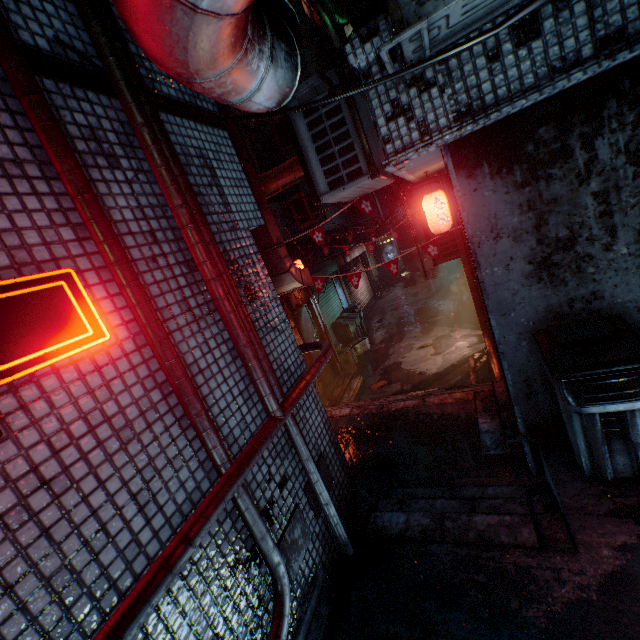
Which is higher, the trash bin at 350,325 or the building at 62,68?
the building at 62,68

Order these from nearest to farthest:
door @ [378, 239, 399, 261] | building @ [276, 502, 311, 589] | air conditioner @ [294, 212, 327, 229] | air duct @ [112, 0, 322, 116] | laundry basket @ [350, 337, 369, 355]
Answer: air duct @ [112, 0, 322, 116] < building @ [276, 502, 311, 589] < air conditioner @ [294, 212, 327, 229] < laundry basket @ [350, 337, 369, 355] < door @ [378, 239, 399, 261]

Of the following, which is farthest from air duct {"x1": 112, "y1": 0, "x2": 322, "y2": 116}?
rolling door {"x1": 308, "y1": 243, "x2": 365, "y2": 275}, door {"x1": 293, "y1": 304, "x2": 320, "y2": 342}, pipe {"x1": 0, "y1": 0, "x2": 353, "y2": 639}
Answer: rolling door {"x1": 308, "y1": 243, "x2": 365, "y2": 275}

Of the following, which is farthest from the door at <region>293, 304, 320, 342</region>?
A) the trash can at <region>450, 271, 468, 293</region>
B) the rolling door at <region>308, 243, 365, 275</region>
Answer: the trash can at <region>450, 271, 468, 293</region>

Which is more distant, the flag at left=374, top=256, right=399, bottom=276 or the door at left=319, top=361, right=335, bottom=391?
the door at left=319, top=361, right=335, bottom=391

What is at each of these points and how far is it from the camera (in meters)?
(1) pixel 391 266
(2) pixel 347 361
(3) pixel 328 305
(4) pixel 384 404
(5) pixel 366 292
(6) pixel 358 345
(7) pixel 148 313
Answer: (1) flag, 4.81
(2) trash can, 8.59
(3) rolling door, 10.43
(4) stairs, 5.11
(5) rolling door, 14.55
(6) laundry basket, 9.68
(7) pipe, 1.48

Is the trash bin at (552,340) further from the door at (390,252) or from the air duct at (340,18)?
the door at (390,252)

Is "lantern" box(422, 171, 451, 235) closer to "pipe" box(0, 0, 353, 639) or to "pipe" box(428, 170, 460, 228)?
"pipe" box(428, 170, 460, 228)
